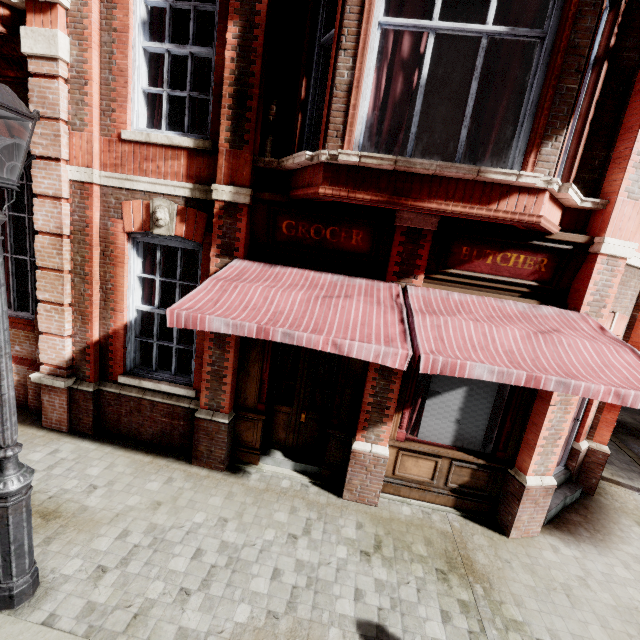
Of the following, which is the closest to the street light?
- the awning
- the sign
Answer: the awning

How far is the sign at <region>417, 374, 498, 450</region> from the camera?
5.0m

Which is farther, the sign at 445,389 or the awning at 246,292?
the sign at 445,389

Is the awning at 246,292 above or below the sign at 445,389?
above

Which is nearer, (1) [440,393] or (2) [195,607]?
(2) [195,607]

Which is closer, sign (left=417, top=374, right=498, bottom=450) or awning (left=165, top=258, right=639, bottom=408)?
awning (left=165, top=258, right=639, bottom=408)

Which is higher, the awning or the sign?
the awning
